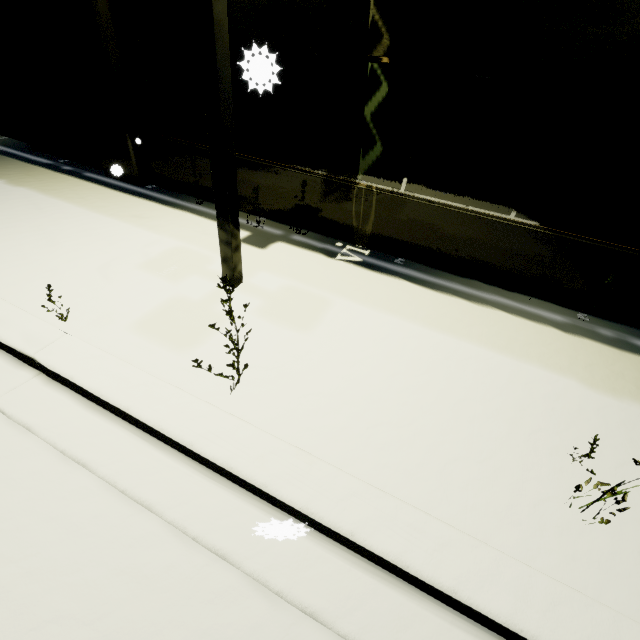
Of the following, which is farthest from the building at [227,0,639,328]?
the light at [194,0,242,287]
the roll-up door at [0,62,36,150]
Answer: the light at [194,0,242,287]

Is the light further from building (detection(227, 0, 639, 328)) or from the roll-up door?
the roll-up door

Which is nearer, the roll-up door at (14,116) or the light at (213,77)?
the light at (213,77)

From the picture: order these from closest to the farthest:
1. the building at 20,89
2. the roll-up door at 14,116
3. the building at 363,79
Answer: the building at 363,79, the building at 20,89, the roll-up door at 14,116

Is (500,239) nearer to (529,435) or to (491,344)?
(491,344)

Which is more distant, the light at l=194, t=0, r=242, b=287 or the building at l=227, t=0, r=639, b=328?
the building at l=227, t=0, r=639, b=328
